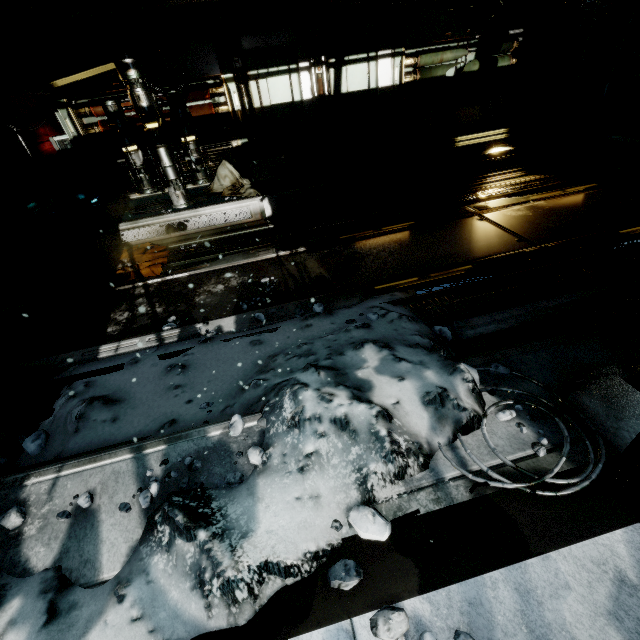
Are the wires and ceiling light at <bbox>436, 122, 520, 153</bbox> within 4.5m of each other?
no

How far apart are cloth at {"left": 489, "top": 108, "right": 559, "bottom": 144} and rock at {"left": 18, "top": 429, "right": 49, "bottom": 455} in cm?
942

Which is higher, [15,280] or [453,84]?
[453,84]

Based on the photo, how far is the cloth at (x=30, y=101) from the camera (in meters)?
7.28

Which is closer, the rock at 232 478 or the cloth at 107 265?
the rock at 232 478

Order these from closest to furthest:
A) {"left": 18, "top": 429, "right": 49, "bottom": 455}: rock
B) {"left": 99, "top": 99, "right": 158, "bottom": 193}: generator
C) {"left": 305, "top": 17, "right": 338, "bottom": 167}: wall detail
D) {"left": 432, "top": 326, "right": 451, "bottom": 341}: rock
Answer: {"left": 18, "top": 429, "right": 49, "bottom": 455}: rock
{"left": 432, "top": 326, "right": 451, "bottom": 341}: rock
{"left": 99, "top": 99, "right": 158, "bottom": 193}: generator
{"left": 305, "top": 17, "right": 338, "bottom": 167}: wall detail

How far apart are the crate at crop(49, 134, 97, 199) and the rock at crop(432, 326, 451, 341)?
9.27m

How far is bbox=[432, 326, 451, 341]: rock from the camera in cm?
326
